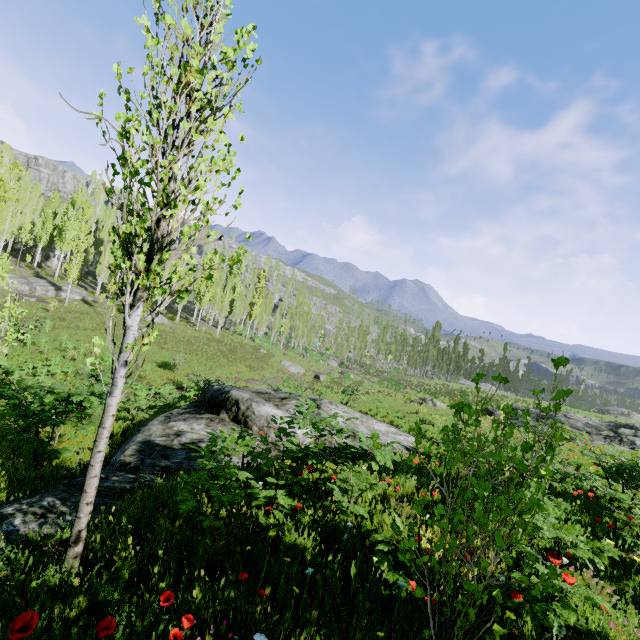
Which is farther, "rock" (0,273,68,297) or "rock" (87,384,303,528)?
"rock" (0,273,68,297)

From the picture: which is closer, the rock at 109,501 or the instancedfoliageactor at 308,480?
the instancedfoliageactor at 308,480

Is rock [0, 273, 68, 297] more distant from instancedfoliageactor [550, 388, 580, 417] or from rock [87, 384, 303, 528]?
rock [87, 384, 303, 528]

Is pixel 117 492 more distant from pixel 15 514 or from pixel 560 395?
pixel 560 395

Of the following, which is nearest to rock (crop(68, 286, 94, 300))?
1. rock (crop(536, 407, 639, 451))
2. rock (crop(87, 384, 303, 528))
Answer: rock (crop(87, 384, 303, 528))

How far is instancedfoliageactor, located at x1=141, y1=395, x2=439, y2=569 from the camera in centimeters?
369cm

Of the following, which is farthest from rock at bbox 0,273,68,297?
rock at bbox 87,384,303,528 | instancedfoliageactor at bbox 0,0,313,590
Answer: rock at bbox 87,384,303,528

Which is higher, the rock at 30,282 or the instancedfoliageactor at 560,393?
the instancedfoliageactor at 560,393
